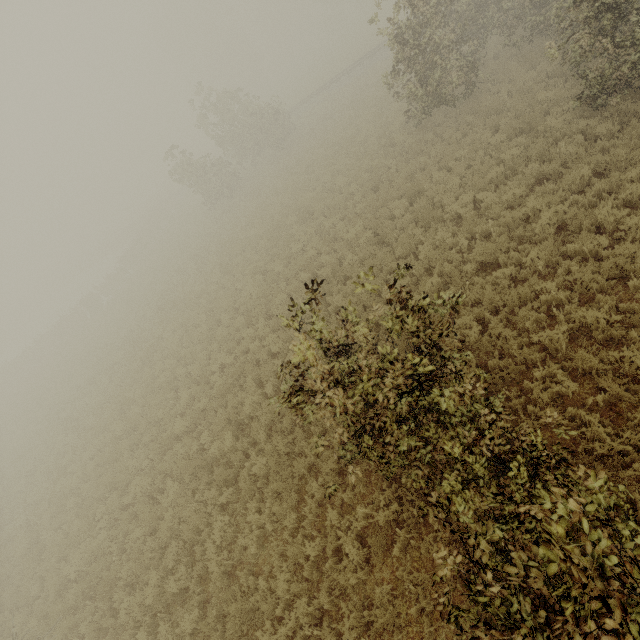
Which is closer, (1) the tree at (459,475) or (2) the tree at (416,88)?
A: (1) the tree at (459,475)

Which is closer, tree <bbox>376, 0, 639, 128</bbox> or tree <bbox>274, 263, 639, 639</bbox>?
tree <bbox>274, 263, 639, 639</bbox>

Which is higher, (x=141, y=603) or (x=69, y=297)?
(x=141, y=603)
